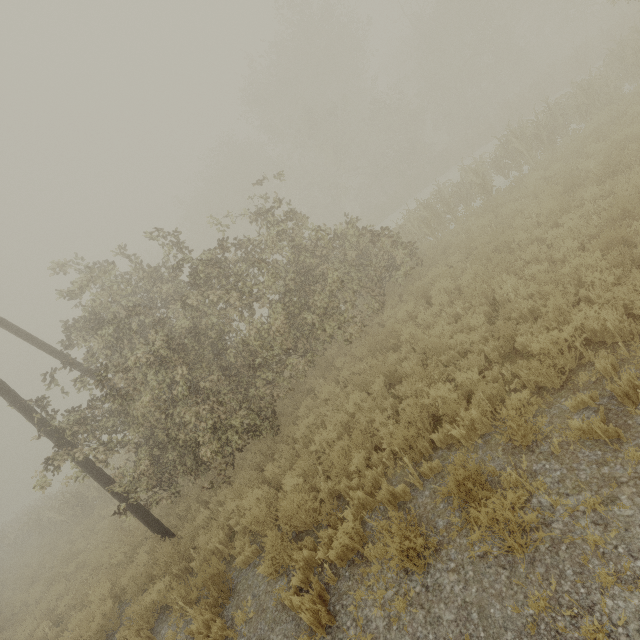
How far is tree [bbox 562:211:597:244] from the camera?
6.6 meters

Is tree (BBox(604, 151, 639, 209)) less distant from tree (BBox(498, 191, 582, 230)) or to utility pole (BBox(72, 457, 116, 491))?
utility pole (BBox(72, 457, 116, 491))

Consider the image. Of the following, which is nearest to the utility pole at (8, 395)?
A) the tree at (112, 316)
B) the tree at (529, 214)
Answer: the tree at (112, 316)

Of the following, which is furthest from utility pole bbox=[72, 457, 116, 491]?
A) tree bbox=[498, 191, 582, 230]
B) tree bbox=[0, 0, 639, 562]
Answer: tree bbox=[498, 191, 582, 230]

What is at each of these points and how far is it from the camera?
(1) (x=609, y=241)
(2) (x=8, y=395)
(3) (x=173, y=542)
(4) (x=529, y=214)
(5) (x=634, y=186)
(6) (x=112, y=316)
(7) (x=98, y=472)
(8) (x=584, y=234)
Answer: (1) tree, 6.1m
(2) utility pole, 7.5m
(3) utility pole, 7.9m
(4) tree, 9.3m
(5) tree, 6.7m
(6) tree, 9.1m
(7) utility pole, 8.0m
(8) tree, 6.9m

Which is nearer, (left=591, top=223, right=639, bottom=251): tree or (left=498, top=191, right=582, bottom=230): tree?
(left=591, top=223, right=639, bottom=251): tree

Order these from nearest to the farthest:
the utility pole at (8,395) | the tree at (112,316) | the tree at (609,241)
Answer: the tree at (609,241) → the utility pole at (8,395) → the tree at (112,316)

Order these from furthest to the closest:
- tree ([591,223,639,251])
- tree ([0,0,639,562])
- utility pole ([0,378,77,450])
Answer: tree ([0,0,639,562]) → utility pole ([0,378,77,450]) → tree ([591,223,639,251])
